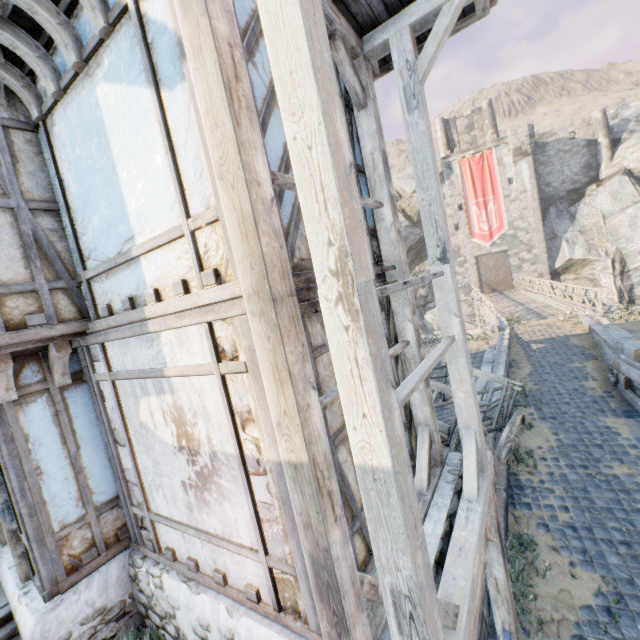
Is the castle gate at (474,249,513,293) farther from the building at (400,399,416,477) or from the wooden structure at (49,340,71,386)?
the wooden structure at (49,340,71,386)

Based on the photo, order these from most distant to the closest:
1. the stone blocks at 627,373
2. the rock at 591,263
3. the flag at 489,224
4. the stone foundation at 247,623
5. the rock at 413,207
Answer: the rock at 413,207 < the flag at 489,224 < the rock at 591,263 < the stone blocks at 627,373 < the stone foundation at 247,623

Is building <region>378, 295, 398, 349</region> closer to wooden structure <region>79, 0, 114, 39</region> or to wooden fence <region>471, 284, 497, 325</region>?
wooden structure <region>79, 0, 114, 39</region>

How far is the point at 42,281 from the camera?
3.5m

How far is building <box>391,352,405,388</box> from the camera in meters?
4.6

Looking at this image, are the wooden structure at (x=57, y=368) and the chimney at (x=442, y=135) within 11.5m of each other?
no

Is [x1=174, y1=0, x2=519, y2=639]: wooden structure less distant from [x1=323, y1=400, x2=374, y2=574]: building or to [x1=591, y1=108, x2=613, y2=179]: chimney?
[x1=323, y1=400, x2=374, y2=574]: building

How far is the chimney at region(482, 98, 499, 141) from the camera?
33.9m
